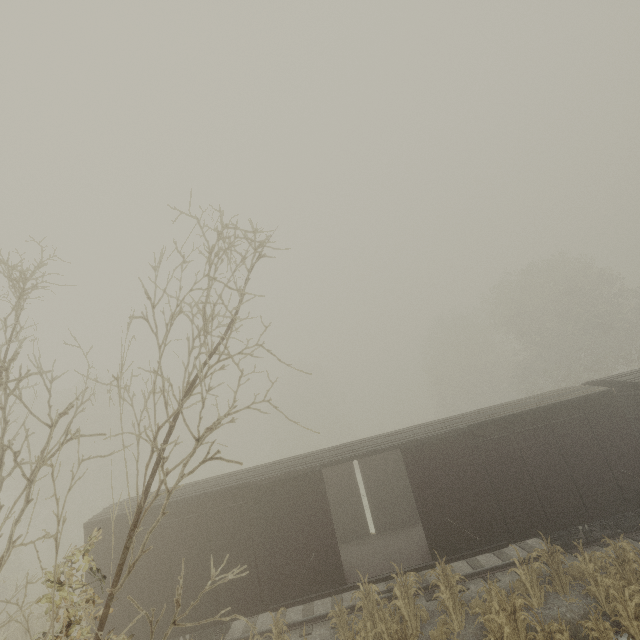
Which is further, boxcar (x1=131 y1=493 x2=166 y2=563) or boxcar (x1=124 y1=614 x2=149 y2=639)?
boxcar (x1=131 y1=493 x2=166 y2=563)

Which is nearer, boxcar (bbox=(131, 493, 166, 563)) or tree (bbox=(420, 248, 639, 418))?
boxcar (bbox=(131, 493, 166, 563))

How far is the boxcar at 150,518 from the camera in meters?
10.2 m

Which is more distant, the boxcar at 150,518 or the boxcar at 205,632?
the boxcar at 150,518

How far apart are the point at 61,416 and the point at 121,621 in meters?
9.4

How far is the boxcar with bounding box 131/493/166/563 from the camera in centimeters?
1023cm

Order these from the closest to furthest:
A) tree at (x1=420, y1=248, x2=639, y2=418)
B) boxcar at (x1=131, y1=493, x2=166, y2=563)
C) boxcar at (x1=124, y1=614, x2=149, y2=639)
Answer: boxcar at (x1=124, y1=614, x2=149, y2=639) < boxcar at (x1=131, y1=493, x2=166, y2=563) < tree at (x1=420, y1=248, x2=639, y2=418)
